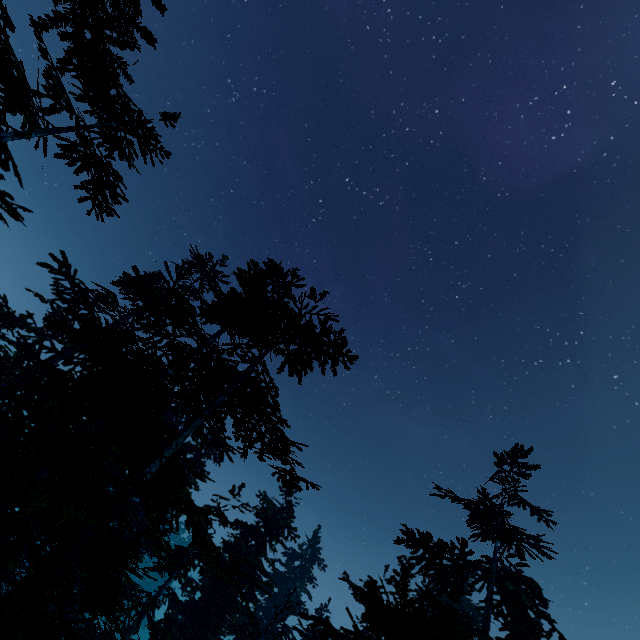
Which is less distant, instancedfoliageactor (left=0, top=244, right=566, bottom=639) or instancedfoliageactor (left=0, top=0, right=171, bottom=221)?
instancedfoliageactor (left=0, top=0, right=171, bottom=221)

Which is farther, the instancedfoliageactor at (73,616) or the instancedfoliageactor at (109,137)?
the instancedfoliageactor at (73,616)

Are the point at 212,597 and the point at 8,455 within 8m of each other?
no
